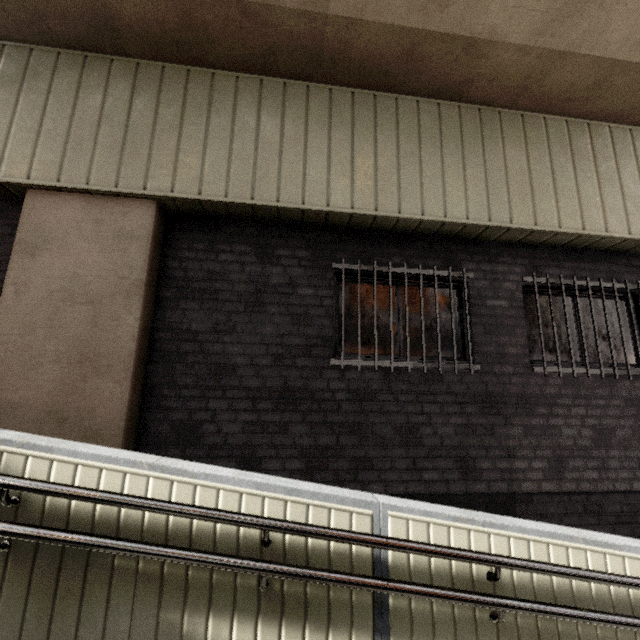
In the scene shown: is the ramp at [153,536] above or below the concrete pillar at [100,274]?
below

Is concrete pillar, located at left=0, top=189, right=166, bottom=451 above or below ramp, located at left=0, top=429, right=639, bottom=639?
above

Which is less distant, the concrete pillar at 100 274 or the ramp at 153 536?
the ramp at 153 536

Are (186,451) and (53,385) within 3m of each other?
yes

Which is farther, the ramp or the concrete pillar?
the concrete pillar
